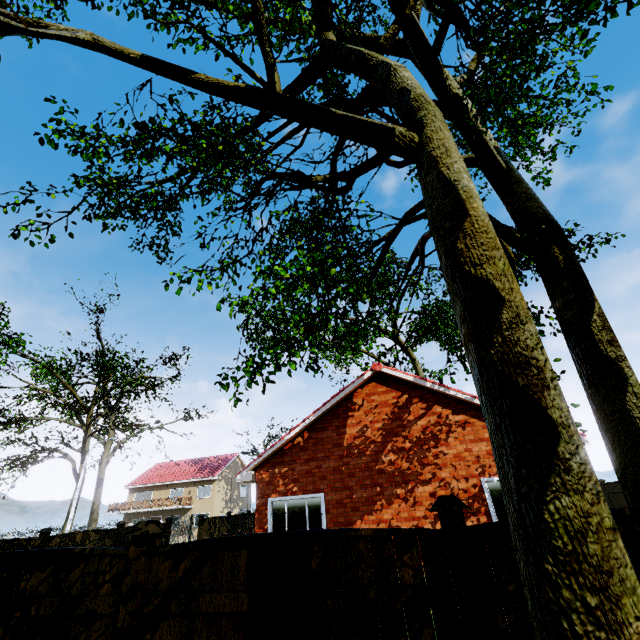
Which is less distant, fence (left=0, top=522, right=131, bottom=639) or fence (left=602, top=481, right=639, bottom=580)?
fence (left=602, top=481, right=639, bottom=580)

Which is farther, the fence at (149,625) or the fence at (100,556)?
the fence at (100,556)

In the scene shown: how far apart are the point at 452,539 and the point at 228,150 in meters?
6.4 m

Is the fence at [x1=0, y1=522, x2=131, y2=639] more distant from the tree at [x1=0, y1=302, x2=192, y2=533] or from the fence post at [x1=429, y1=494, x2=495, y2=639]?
the fence post at [x1=429, y1=494, x2=495, y2=639]

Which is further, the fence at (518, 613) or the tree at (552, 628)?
the fence at (518, 613)

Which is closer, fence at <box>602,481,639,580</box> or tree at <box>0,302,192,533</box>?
fence at <box>602,481,639,580</box>

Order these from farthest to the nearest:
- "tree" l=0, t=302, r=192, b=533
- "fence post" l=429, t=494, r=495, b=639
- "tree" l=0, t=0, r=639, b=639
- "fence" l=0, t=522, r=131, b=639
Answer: "tree" l=0, t=302, r=192, b=533 < "fence" l=0, t=522, r=131, b=639 < "fence post" l=429, t=494, r=495, b=639 < "tree" l=0, t=0, r=639, b=639

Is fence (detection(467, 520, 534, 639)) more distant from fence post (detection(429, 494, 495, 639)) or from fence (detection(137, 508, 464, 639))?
fence (detection(137, 508, 464, 639))
